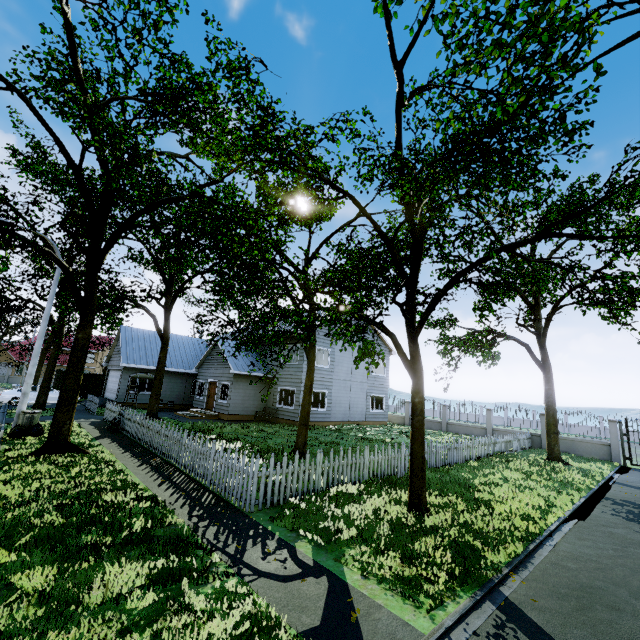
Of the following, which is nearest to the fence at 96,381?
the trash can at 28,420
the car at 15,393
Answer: the car at 15,393

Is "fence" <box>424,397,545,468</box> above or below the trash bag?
above

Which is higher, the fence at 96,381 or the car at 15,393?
the fence at 96,381

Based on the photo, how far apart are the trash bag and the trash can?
0.0m

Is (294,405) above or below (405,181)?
below

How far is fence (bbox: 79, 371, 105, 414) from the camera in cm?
2133

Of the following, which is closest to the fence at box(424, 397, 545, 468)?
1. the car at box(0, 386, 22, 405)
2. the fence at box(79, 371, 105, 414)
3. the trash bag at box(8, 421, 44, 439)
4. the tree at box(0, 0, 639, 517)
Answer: the fence at box(79, 371, 105, 414)

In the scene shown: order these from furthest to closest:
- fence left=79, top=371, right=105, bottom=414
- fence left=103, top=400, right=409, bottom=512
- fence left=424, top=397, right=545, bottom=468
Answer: fence left=79, top=371, right=105, bottom=414 → fence left=424, top=397, right=545, bottom=468 → fence left=103, top=400, right=409, bottom=512
